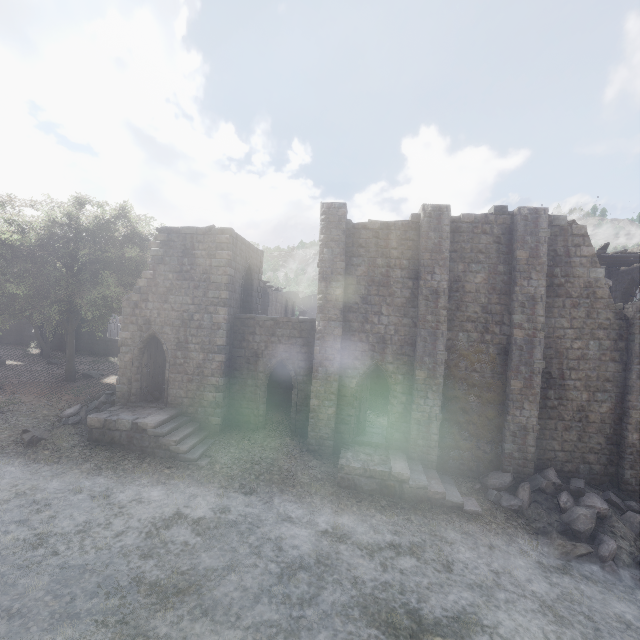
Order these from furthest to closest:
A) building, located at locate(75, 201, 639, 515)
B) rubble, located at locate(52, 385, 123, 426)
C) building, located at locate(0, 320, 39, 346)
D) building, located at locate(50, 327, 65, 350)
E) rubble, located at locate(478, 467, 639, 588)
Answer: building, located at locate(0, 320, 39, 346) < building, located at locate(50, 327, 65, 350) < rubble, located at locate(52, 385, 123, 426) < building, located at locate(75, 201, 639, 515) < rubble, located at locate(478, 467, 639, 588)

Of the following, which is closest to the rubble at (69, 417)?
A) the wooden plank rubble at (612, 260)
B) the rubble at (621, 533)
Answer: the rubble at (621, 533)

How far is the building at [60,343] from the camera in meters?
32.3 m

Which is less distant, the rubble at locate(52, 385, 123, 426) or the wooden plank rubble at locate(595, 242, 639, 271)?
the rubble at locate(52, 385, 123, 426)

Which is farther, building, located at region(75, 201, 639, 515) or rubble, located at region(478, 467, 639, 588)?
building, located at region(75, 201, 639, 515)

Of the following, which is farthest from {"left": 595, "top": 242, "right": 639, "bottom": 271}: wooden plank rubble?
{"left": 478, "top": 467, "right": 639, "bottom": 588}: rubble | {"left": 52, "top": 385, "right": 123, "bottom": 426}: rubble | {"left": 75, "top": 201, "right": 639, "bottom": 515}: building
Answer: {"left": 52, "top": 385, "right": 123, "bottom": 426}: rubble

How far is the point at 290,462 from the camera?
15.3m

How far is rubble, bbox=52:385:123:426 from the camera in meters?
16.4
